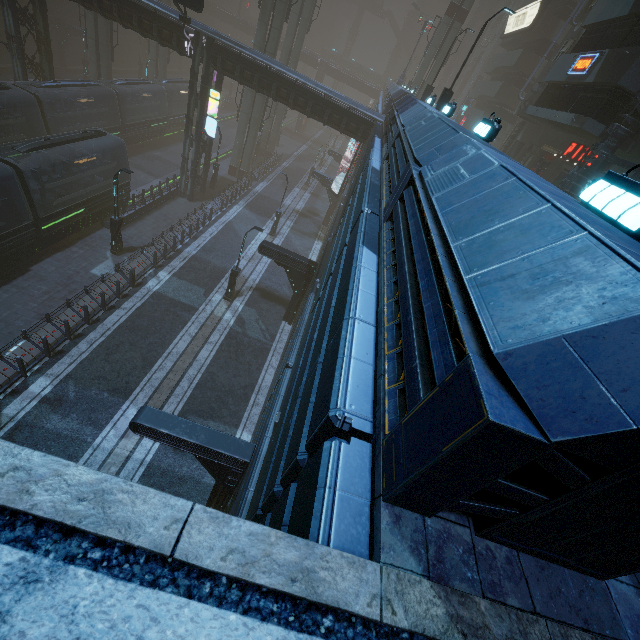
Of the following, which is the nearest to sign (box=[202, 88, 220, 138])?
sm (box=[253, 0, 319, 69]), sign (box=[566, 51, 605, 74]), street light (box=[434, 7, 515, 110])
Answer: sm (box=[253, 0, 319, 69])

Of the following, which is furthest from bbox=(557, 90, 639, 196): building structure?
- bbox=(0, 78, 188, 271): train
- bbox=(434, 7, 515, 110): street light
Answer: bbox=(0, 78, 188, 271): train

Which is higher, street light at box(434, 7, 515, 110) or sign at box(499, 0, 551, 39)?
sign at box(499, 0, 551, 39)

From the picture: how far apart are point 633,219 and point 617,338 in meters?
2.3

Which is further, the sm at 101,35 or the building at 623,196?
the sm at 101,35

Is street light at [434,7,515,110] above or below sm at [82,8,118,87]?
above

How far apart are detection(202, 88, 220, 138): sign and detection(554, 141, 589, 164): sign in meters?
23.8

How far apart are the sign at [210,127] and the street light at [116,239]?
10.21m
